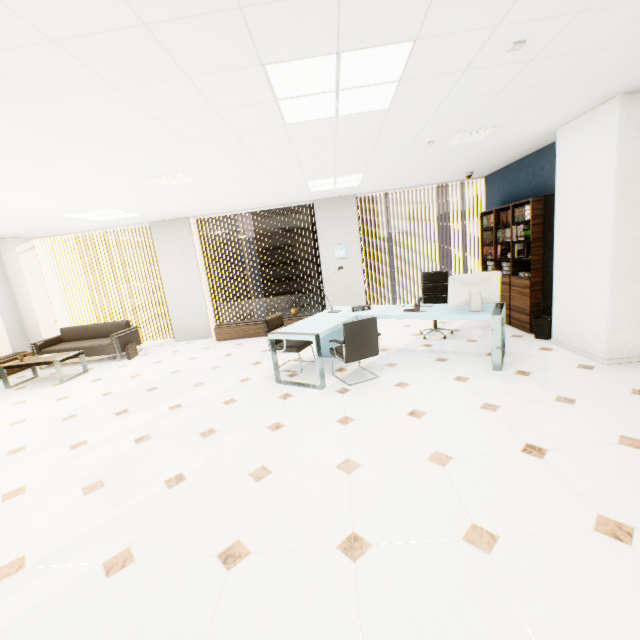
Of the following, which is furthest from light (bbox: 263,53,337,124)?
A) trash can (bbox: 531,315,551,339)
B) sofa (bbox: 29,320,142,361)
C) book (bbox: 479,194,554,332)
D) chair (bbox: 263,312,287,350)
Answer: sofa (bbox: 29,320,142,361)

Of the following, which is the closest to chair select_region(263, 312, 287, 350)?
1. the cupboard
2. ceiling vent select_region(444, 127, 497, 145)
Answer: the cupboard

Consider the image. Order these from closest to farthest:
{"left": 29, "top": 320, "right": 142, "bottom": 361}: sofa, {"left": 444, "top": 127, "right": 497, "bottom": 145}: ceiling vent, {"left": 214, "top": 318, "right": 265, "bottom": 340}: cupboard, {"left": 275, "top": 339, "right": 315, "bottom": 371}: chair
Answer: {"left": 444, "top": 127, "right": 497, "bottom": 145}: ceiling vent
{"left": 275, "top": 339, "right": 315, "bottom": 371}: chair
{"left": 29, "top": 320, "right": 142, "bottom": 361}: sofa
{"left": 214, "top": 318, "right": 265, "bottom": 340}: cupboard

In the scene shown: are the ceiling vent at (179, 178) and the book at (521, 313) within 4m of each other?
no

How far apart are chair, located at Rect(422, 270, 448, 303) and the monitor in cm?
124

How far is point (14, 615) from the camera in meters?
1.8 m

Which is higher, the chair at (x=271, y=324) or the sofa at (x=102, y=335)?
the chair at (x=271, y=324)

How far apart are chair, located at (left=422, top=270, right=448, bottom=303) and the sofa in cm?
628
